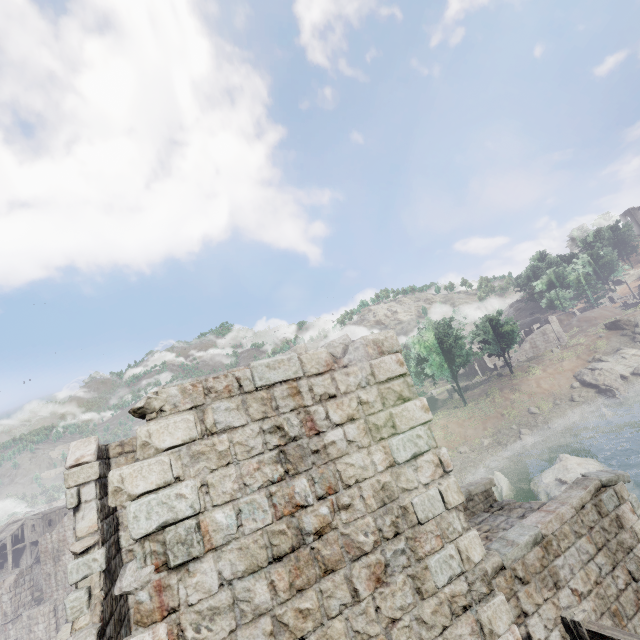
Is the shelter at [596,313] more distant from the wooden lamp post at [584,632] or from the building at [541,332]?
the wooden lamp post at [584,632]

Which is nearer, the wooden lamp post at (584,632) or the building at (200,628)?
the building at (200,628)

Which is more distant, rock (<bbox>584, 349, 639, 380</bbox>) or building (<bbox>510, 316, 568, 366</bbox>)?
building (<bbox>510, 316, 568, 366</bbox>)

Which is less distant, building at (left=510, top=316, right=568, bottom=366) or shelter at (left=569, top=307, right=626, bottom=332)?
building at (left=510, top=316, right=568, bottom=366)

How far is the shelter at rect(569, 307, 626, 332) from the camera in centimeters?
5562cm

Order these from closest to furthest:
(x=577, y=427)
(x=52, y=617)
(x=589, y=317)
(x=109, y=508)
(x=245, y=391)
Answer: (x=245, y=391)
(x=109, y=508)
(x=52, y=617)
(x=577, y=427)
(x=589, y=317)

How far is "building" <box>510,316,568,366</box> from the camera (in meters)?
54.59

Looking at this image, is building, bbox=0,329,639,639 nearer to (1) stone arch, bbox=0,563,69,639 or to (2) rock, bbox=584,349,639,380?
(1) stone arch, bbox=0,563,69,639
